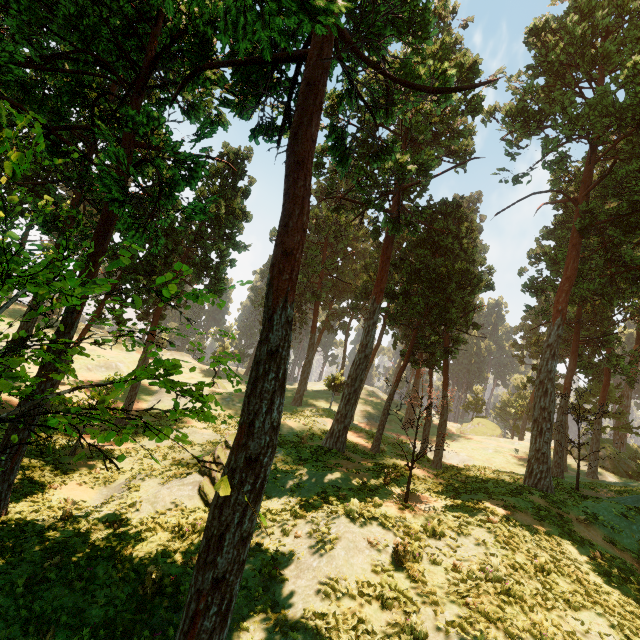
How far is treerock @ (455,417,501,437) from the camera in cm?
5094

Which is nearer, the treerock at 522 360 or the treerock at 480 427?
the treerock at 522 360

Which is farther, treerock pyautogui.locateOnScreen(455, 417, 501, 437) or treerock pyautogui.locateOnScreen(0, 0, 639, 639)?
treerock pyautogui.locateOnScreen(455, 417, 501, 437)

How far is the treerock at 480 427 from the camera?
50.9m

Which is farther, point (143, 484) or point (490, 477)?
point (490, 477)
